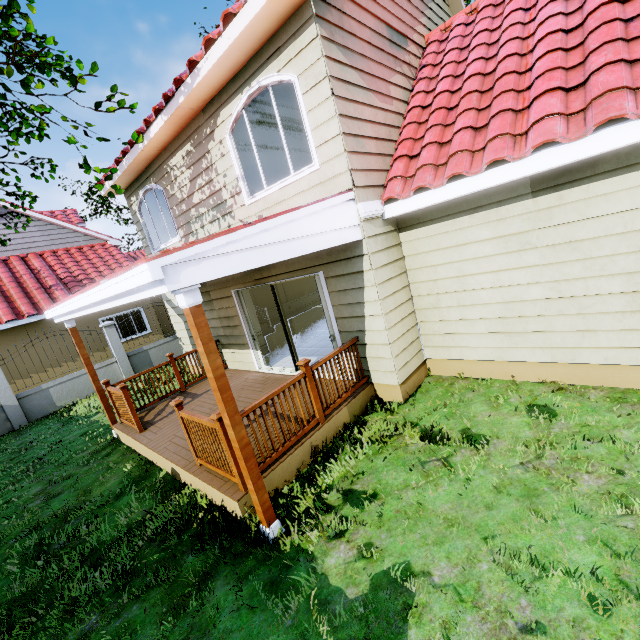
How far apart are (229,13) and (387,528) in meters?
7.1 m

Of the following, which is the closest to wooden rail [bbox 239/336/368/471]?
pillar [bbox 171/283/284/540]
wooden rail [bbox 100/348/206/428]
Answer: pillar [bbox 171/283/284/540]

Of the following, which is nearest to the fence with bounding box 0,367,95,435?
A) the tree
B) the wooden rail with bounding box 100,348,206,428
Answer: the tree

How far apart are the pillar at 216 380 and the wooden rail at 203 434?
0.3 meters

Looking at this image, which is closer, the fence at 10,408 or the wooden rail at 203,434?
the wooden rail at 203,434

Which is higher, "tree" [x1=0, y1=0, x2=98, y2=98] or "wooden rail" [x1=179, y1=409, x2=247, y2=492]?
"tree" [x1=0, y1=0, x2=98, y2=98]

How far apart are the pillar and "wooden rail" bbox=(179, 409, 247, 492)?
0.3 meters
